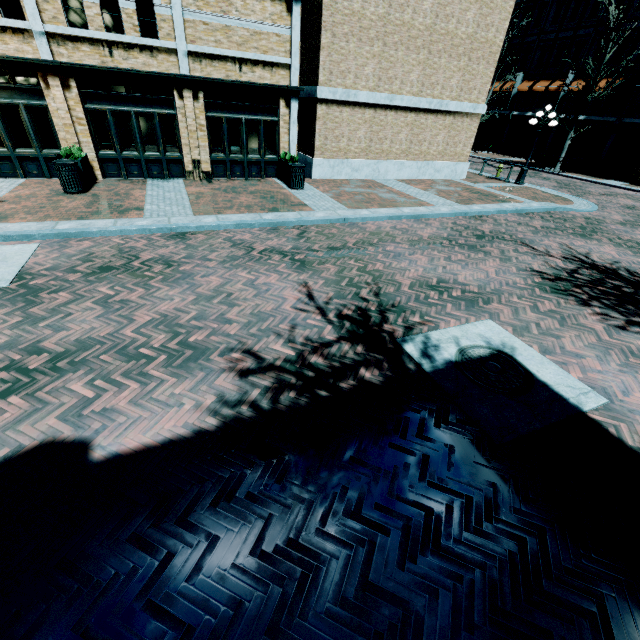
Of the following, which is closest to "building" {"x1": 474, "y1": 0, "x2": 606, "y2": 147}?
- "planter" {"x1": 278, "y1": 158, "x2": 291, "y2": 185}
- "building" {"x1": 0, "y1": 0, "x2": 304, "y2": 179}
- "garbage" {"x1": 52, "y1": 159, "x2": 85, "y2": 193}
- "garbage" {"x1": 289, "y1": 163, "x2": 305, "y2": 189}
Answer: "building" {"x1": 0, "y1": 0, "x2": 304, "y2": 179}

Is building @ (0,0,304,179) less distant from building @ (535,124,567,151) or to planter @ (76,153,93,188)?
planter @ (76,153,93,188)

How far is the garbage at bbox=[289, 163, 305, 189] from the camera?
12.21m

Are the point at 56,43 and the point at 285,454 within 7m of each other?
no

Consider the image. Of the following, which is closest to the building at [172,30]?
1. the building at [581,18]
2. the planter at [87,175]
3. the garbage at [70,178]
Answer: the planter at [87,175]

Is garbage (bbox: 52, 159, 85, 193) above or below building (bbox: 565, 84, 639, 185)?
below

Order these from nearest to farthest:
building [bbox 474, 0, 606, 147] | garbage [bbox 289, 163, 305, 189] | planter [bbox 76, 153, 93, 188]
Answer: planter [bbox 76, 153, 93, 188] < garbage [bbox 289, 163, 305, 189] < building [bbox 474, 0, 606, 147]

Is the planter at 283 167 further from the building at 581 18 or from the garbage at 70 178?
the building at 581 18
